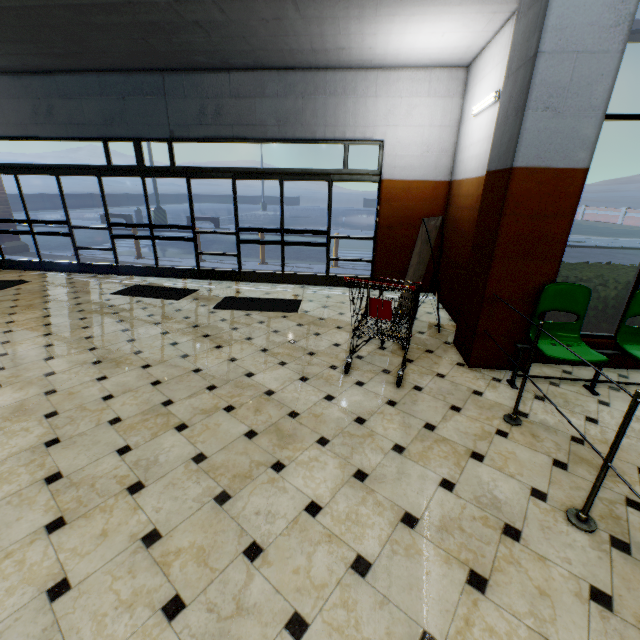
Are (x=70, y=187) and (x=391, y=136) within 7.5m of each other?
no

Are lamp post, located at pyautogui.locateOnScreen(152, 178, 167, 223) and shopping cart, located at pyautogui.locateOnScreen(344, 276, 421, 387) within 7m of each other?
no

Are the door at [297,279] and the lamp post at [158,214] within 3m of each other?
no

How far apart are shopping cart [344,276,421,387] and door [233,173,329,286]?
3.0 meters

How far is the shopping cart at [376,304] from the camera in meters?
3.2

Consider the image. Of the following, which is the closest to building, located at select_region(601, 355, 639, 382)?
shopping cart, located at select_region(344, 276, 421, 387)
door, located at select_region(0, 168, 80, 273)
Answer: door, located at select_region(0, 168, 80, 273)

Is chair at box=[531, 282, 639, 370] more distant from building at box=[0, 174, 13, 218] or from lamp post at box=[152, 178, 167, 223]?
lamp post at box=[152, 178, 167, 223]

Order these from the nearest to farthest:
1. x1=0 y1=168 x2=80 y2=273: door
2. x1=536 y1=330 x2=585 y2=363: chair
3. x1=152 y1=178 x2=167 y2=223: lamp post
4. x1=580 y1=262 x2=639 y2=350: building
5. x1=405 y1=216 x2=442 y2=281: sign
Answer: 1. x1=536 y1=330 x2=585 y2=363: chair
2. x1=580 y1=262 x2=639 y2=350: building
3. x1=405 y1=216 x2=442 y2=281: sign
4. x1=0 y1=168 x2=80 y2=273: door
5. x1=152 y1=178 x2=167 y2=223: lamp post
